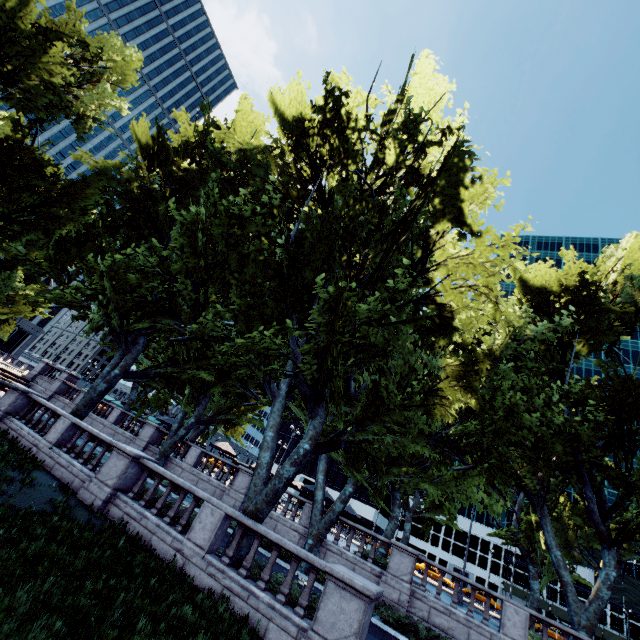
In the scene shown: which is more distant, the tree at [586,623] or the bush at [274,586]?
the tree at [586,623]

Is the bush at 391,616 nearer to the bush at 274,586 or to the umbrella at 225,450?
the bush at 274,586

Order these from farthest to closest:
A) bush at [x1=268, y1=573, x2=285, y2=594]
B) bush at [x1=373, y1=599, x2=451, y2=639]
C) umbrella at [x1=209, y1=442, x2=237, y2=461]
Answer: umbrella at [x1=209, y1=442, x2=237, y2=461], bush at [x1=373, y1=599, x2=451, y2=639], bush at [x1=268, y1=573, x2=285, y2=594]

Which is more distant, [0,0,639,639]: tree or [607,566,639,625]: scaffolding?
[607,566,639,625]: scaffolding

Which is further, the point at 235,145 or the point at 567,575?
the point at 567,575

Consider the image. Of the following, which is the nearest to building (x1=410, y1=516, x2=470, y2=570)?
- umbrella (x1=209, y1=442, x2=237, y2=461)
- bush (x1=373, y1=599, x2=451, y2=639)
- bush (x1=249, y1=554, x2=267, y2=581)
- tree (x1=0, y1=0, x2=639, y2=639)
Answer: tree (x1=0, y1=0, x2=639, y2=639)

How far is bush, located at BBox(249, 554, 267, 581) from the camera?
10.27m

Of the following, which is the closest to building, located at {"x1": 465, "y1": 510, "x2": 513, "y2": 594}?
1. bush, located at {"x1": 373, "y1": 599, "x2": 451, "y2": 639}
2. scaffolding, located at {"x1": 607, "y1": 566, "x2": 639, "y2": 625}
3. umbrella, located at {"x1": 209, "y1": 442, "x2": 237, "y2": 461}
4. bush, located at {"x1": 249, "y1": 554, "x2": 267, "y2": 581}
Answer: scaffolding, located at {"x1": 607, "y1": 566, "x2": 639, "y2": 625}
